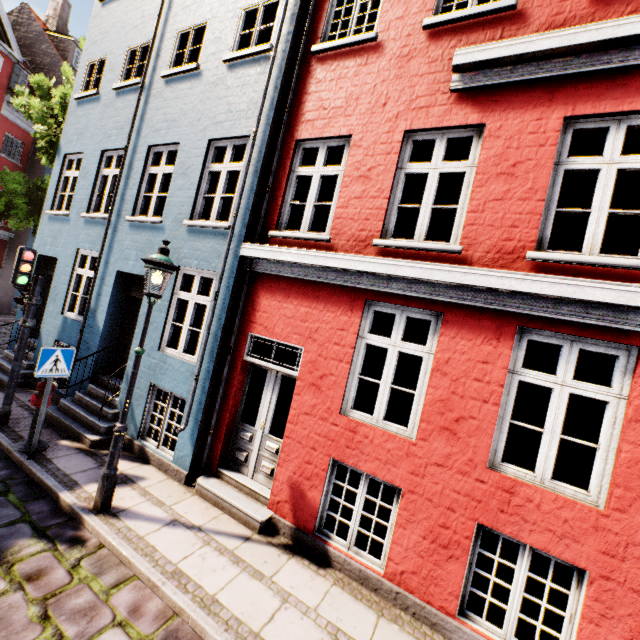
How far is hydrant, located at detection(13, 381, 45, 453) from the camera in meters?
5.6 m

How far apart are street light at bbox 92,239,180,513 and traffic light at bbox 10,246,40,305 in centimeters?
338cm

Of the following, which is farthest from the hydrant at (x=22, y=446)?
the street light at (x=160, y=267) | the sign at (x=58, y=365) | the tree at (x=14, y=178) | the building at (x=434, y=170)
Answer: the tree at (x=14, y=178)

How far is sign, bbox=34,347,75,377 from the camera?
5.20m

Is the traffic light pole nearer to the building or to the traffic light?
the traffic light

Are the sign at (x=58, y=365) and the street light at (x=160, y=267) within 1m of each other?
no

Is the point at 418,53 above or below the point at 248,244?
above

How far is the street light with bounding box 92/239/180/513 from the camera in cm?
454
